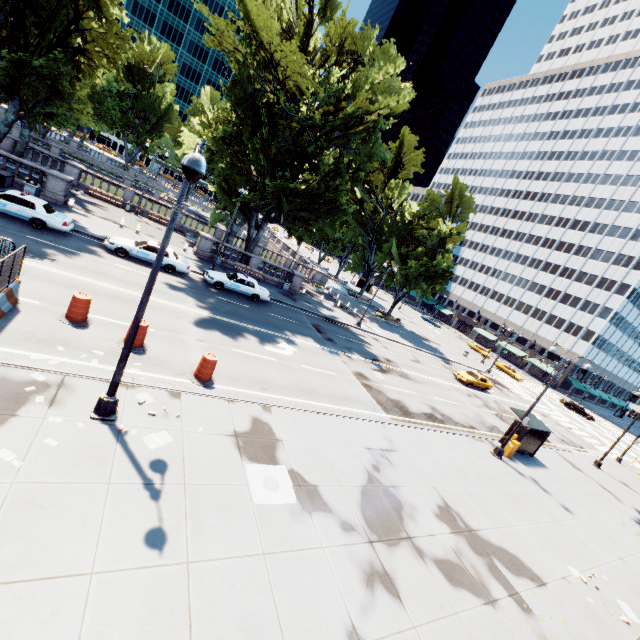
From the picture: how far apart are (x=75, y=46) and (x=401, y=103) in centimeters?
2405cm

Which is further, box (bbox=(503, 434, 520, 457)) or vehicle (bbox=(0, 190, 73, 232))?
box (bbox=(503, 434, 520, 457))

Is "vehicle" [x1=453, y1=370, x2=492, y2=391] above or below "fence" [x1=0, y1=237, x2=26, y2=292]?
below

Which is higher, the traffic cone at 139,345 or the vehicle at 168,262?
the vehicle at 168,262

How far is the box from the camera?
19.8 meters

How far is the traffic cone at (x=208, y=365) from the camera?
12.31m

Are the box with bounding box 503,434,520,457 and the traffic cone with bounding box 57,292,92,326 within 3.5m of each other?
no

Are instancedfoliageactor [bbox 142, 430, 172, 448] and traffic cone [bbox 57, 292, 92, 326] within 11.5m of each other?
yes
